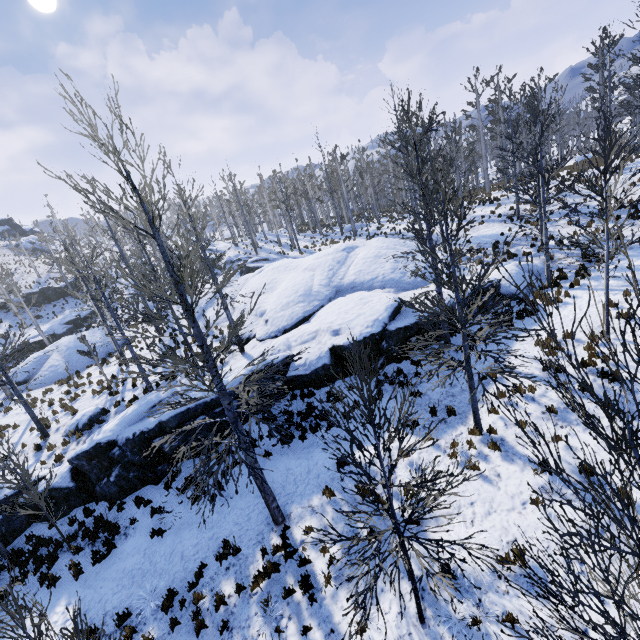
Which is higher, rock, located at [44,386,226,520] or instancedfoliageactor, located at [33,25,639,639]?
instancedfoliageactor, located at [33,25,639,639]

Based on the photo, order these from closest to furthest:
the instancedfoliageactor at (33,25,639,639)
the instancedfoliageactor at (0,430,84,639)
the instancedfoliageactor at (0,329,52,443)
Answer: the instancedfoliageactor at (33,25,639,639) → the instancedfoliageactor at (0,430,84,639) → the instancedfoliageactor at (0,329,52,443)

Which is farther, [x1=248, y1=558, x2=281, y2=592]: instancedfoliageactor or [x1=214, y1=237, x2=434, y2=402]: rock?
[x1=214, y1=237, x2=434, y2=402]: rock

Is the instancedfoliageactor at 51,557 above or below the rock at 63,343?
below

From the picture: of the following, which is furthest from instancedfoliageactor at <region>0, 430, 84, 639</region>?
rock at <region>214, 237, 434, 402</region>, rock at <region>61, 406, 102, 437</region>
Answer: rock at <region>61, 406, 102, 437</region>

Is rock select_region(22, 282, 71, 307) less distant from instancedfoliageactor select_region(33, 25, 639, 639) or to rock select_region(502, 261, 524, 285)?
rock select_region(502, 261, 524, 285)

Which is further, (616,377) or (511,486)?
(511,486)

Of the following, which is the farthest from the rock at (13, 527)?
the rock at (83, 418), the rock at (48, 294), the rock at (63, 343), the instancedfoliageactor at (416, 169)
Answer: the rock at (48, 294)
